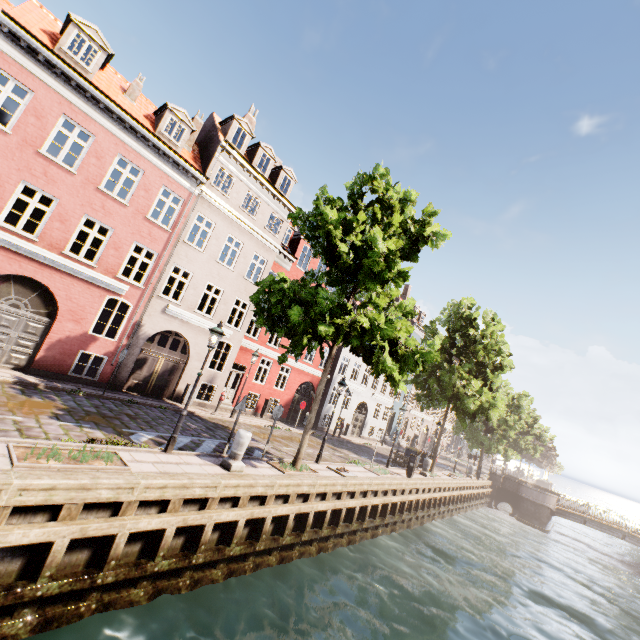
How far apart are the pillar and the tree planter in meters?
2.7 m

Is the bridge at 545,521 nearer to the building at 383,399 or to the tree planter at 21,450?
the building at 383,399

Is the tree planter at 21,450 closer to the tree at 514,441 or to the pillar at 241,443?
the pillar at 241,443

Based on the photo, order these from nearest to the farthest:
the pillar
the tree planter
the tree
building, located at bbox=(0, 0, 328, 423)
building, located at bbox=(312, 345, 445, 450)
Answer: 1. the tree planter
2. the pillar
3. the tree
4. building, located at bbox=(0, 0, 328, 423)
5. building, located at bbox=(312, 345, 445, 450)

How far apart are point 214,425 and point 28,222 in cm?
1422

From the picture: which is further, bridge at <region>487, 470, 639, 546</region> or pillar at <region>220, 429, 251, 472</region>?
bridge at <region>487, 470, 639, 546</region>

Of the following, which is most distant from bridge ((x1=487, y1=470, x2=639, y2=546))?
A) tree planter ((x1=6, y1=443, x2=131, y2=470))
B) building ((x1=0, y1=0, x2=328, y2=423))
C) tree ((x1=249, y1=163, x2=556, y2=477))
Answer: tree planter ((x1=6, y1=443, x2=131, y2=470))

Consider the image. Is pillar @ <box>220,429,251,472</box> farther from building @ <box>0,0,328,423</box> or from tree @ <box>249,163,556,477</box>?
building @ <box>0,0,328,423</box>
